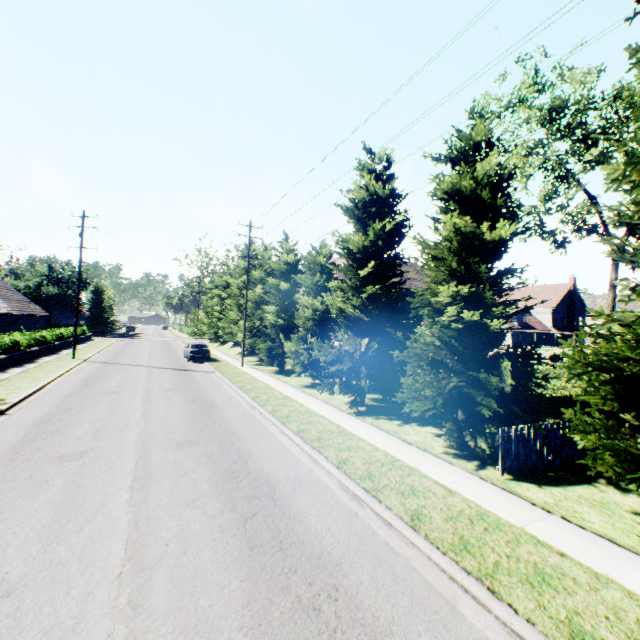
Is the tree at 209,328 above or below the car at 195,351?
above

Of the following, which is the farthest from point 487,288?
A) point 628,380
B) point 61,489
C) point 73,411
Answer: point 73,411

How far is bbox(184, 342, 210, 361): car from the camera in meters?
27.9 m

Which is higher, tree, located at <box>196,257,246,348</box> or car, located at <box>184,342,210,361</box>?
tree, located at <box>196,257,246,348</box>

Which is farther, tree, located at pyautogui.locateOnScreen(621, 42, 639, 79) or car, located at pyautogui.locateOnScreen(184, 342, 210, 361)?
car, located at pyautogui.locateOnScreen(184, 342, 210, 361)

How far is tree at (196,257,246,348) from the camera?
33.5m

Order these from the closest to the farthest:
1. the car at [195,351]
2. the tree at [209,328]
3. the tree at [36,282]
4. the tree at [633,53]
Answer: the tree at [633,53]
the car at [195,351]
the tree at [209,328]
the tree at [36,282]
